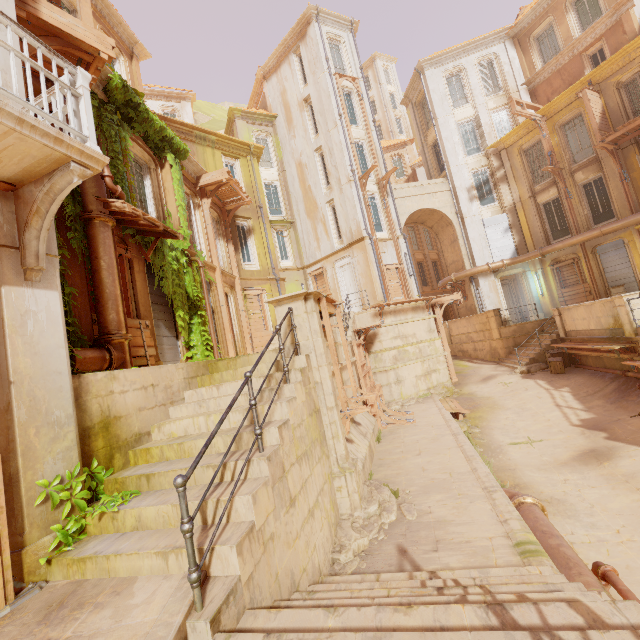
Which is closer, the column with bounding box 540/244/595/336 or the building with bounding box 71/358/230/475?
the building with bounding box 71/358/230/475

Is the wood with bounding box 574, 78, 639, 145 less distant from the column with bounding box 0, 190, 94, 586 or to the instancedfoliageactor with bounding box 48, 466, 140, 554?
the column with bounding box 0, 190, 94, 586

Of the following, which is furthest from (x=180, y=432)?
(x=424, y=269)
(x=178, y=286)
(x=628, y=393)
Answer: (x=424, y=269)

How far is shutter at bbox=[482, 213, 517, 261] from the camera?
21.81m

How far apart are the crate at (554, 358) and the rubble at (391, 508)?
11.8m

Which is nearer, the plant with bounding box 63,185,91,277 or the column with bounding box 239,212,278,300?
the plant with bounding box 63,185,91,277

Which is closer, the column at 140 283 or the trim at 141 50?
the column at 140 283

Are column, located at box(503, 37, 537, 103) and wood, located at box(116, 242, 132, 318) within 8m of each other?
no
